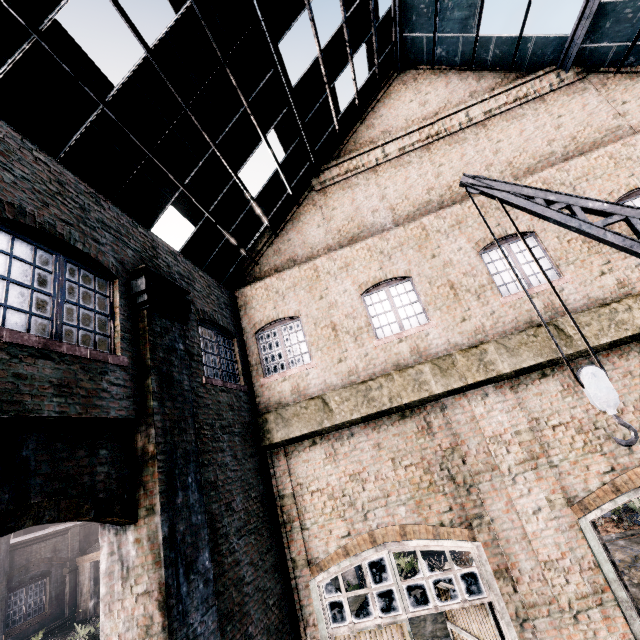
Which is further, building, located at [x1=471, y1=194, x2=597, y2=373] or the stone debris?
the stone debris

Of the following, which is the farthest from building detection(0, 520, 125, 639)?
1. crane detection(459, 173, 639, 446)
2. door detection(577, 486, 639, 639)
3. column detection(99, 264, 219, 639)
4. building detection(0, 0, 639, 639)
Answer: crane detection(459, 173, 639, 446)

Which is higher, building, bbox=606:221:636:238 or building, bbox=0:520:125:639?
building, bbox=606:221:636:238

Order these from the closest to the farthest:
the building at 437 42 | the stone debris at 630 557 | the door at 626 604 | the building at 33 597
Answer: the building at 437 42 < the door at 626 604 < the stone debris at 630 557 < the building at 33 597

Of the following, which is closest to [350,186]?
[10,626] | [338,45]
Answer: [338,45]

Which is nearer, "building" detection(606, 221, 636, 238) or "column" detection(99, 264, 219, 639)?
"column" detection(99, 264, 219, 639)

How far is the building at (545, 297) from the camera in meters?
Answer: 8.2

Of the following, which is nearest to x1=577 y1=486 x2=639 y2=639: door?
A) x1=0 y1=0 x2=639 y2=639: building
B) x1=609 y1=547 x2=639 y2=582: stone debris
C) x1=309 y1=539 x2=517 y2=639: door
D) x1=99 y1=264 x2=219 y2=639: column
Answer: x1=0 y1=0 x2=639 y2=639: building
